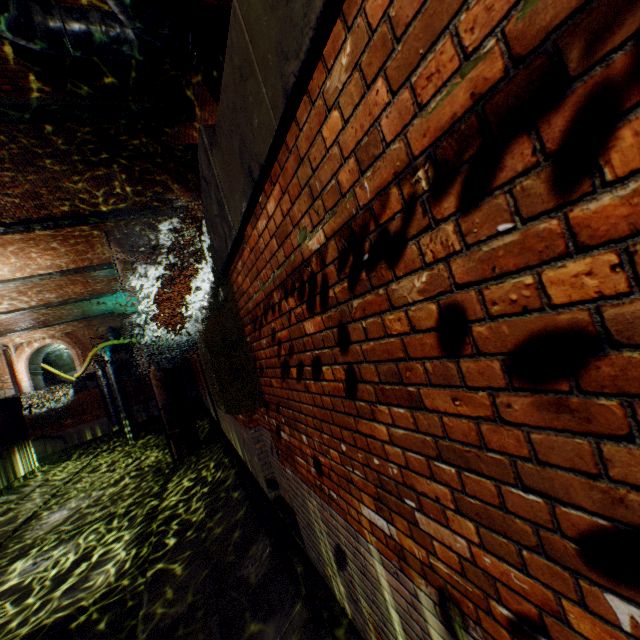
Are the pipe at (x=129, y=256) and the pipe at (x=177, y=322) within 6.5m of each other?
yes

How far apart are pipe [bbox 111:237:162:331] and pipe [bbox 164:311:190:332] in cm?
530

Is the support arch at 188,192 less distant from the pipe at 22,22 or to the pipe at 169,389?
the pipe at 169,389

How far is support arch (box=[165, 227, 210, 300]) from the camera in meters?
15.3 m

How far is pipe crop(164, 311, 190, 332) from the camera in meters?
19.5

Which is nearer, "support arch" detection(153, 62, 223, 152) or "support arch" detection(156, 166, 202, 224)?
"support arch" detection(153, 62, 223, 152)

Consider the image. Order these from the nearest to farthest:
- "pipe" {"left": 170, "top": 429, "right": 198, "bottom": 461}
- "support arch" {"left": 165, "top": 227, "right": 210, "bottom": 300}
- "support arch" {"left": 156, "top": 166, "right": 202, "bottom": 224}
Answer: "support arch" {"left": 156, "top": 166, "right": 202, "bottom": 224}
"pipe" {"left": 170, "top": 429, "right": 198, "bottom": 461}
"support arch" {"left": 165, "top": 227, "right": 210, "bottom": 300}

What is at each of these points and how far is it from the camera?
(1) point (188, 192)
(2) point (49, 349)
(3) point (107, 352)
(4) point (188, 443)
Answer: (1) support arch, 11.29m
(2) building tunnel, 30.02m
(3) pipe, 22.92m
(4) pipe, 13.14m
